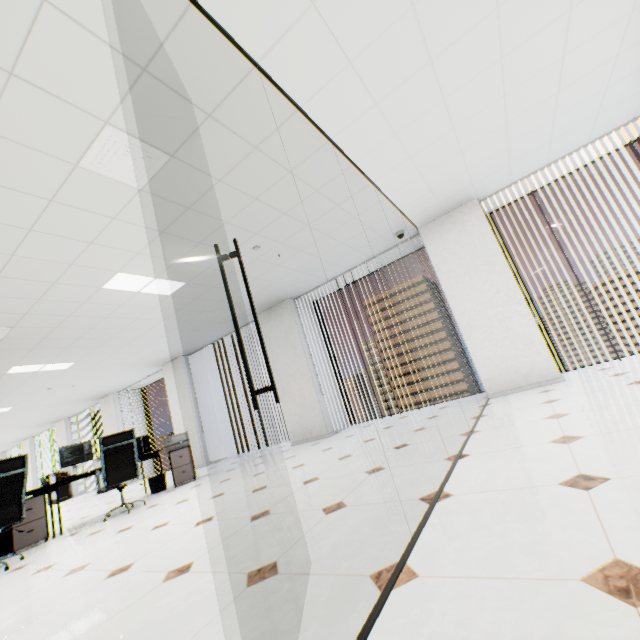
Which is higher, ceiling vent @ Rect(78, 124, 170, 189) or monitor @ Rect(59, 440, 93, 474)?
ceiling vent @ Rect(78, 124, 170, 189)

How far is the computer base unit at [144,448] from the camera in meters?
6.1 m

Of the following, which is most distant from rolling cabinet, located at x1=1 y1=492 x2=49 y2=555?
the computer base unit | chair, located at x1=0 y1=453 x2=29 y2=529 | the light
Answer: the light

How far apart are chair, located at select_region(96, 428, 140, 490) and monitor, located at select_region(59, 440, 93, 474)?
0.7 meters

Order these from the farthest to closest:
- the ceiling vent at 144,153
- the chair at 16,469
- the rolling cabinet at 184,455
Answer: the rolling cabinet at 184,455, the chair at 16,469, the ceiling vent at 144,153

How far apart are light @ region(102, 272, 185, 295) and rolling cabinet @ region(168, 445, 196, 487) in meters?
3.1

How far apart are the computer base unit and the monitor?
0.71m

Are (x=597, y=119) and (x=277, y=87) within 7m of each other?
yes
